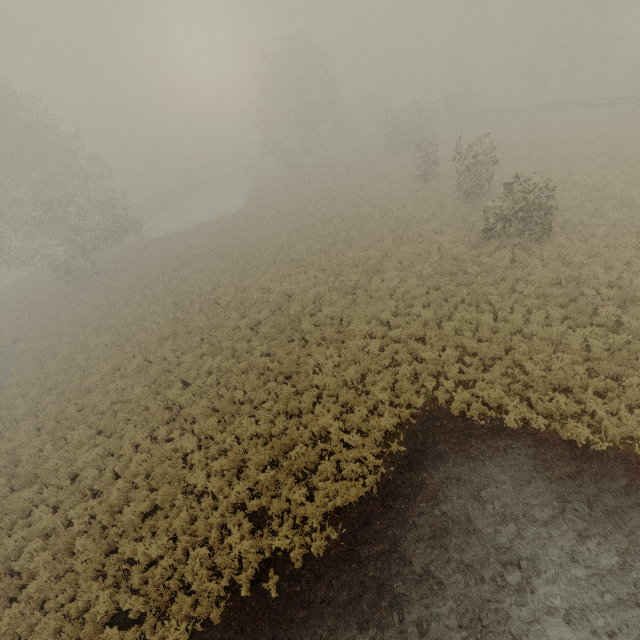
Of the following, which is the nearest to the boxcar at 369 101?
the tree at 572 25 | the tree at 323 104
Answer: the tree at 572 25

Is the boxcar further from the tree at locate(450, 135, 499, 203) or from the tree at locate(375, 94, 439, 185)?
the tree at locate(375, 94, 439, 185)

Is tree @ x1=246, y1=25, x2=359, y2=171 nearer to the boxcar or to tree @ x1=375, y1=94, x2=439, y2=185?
tree @ x1=375, y1=94, x2=439, y2=185

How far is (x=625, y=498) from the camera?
7.05m

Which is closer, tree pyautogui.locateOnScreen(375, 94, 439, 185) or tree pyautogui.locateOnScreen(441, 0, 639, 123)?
tree pyautogui.locateOnScreen(375, 94, 439, 185)

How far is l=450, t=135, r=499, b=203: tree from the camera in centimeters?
1822cm

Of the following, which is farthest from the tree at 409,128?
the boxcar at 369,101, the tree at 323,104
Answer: the boxcar at 369,101

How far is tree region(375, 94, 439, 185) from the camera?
25.28m
